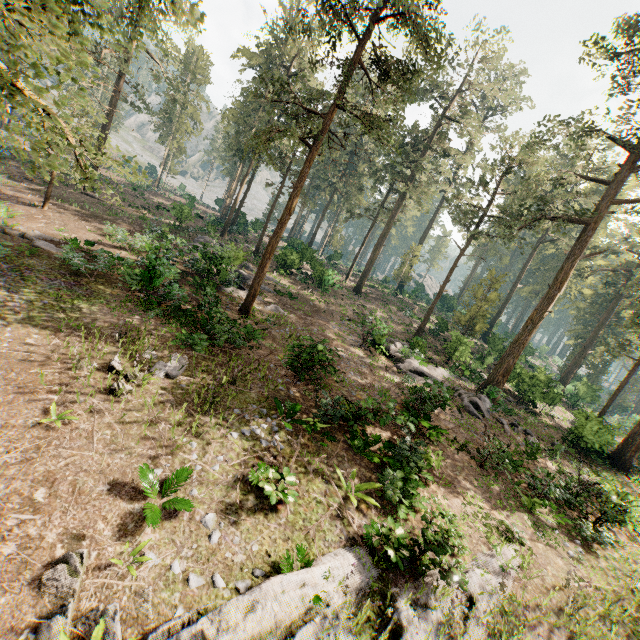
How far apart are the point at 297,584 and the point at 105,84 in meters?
12.3 m

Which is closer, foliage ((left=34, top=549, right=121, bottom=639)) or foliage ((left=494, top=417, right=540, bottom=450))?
foliage ((left=34, top=549, right=121, bottom=639))

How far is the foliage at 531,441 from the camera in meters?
16.5 m

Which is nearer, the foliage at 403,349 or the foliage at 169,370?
the foliage at 169,370

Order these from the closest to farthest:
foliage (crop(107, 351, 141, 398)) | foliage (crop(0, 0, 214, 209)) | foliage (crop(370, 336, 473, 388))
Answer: foliage (crop(0, 0, 214, 209)) → foliage (crop(107, 351, 141, 398)) → foliage (crop(370, 336, 473, 388))
